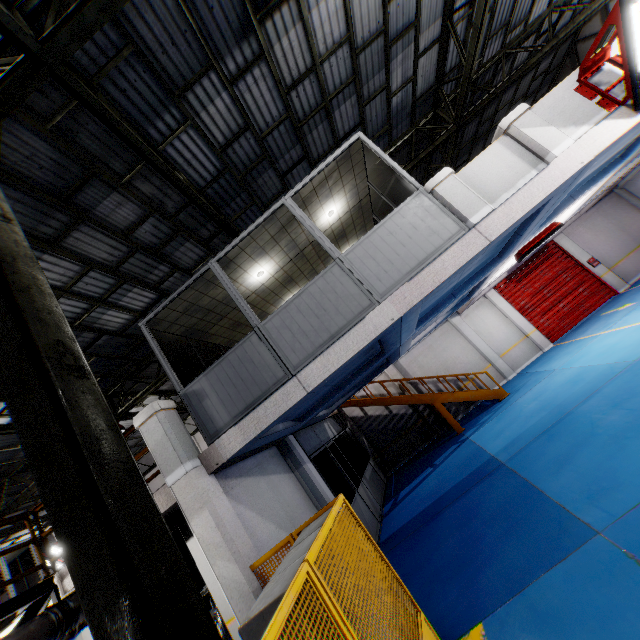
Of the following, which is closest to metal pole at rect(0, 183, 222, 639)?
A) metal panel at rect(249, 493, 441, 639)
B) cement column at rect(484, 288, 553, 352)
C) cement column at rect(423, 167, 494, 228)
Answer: metal panel at rect(249, 493, 441, 639)

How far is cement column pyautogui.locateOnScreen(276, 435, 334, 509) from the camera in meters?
8.6

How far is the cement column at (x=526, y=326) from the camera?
15.2m

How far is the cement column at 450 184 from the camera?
5.5 meters

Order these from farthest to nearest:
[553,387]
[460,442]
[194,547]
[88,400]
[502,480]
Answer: [460,442] < [553,387] < [194,547] < [502,480] < [88,400]

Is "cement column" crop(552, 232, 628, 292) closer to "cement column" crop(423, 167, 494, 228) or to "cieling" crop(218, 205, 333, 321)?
"cieling" crop(218, 205, 333, 321)

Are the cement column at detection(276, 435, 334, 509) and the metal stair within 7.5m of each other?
yes

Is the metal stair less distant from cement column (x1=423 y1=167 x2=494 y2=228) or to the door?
the door
